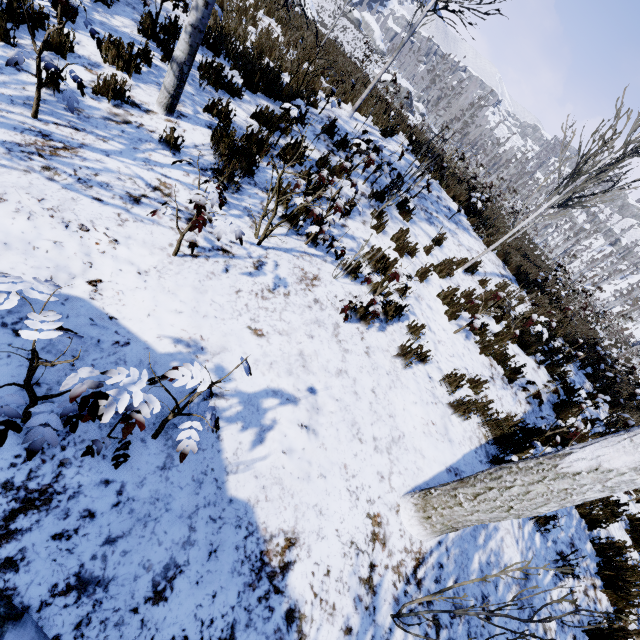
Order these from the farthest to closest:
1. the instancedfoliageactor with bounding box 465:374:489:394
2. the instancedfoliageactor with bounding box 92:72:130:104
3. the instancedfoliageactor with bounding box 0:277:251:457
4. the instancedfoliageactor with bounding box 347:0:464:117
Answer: the instancedfoliageactor with bounding box 347:0:464:117, the instancedfoliageactor with bounding box 465:374:489:394, the instancedfoliageactor with bounding box 92:72:130:104, the instancedfoliageactor with bounding box 0:277:251:457

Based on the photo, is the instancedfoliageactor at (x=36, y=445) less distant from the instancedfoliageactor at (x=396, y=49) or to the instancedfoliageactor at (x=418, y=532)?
the instancedfoliageactor at (x=418, y=532)

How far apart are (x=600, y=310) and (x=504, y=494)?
71.6 meters

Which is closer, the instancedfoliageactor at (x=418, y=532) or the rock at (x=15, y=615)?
the rock at (x=15, y=615)

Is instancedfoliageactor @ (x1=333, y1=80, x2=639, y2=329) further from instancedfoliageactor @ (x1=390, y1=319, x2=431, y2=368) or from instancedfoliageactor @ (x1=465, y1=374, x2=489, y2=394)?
instancedfoliageactor @ (x1=465, y1=374, x2=489, y2=394)

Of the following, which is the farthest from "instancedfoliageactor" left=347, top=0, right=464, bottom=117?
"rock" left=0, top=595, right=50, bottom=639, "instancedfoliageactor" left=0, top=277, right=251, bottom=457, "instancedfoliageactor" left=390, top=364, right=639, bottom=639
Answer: "rock" left=0, top=595, right=50, bottom=639

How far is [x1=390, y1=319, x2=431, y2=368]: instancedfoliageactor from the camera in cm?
425
